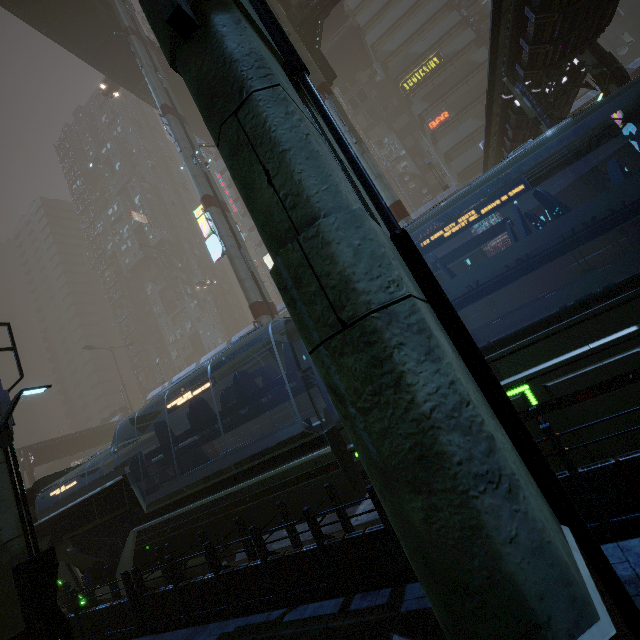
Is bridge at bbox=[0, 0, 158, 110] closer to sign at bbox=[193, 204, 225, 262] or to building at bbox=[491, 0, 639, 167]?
building at bbox=[491, 0, 639, 167]

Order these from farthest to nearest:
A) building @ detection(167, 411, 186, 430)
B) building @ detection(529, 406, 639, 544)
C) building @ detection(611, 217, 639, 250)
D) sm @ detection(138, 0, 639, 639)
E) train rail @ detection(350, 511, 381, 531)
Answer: building @ detection(167, 411, 186, 430) → building @ detection(611, 217, 639, 250) → train rail @ detection(350, 511, 381, 531) → building @ detection(529, 406, 639, 544) → sm @ detection(138, 0, 639, 639)

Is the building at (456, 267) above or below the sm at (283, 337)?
below

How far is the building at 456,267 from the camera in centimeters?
2716cm

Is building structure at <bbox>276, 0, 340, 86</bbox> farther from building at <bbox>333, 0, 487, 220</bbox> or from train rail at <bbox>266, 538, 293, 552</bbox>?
train rail at <bbox>266, 538, 293, 552</bbox>

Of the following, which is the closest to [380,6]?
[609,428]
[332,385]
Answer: [609,428]

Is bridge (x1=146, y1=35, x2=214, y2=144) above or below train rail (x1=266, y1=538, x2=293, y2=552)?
above

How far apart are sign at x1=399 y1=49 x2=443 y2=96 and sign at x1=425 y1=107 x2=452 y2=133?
4.3 meters
